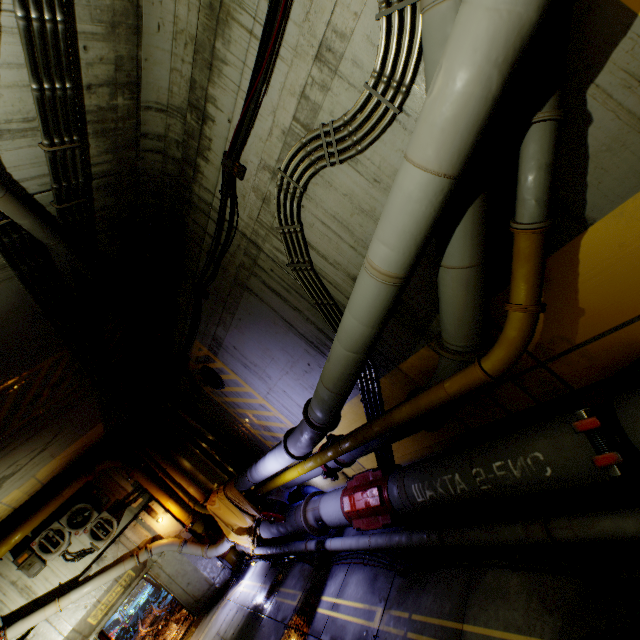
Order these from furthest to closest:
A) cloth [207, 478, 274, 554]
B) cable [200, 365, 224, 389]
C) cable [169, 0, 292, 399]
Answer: cloth [207, 478, 274, 554]
cable [200, 365, 224, 389]
cable [169, 0, 292, 399]

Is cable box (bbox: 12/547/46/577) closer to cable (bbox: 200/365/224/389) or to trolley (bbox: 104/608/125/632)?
cable (bbox: 200/365/224/389)

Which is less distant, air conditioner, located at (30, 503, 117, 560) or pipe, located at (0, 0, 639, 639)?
pipe, located at (0, 0, 639, 639)

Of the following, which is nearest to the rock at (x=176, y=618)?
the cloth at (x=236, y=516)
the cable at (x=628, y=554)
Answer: the cable at (x=628, y=554)

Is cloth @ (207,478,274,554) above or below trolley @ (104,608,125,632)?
above

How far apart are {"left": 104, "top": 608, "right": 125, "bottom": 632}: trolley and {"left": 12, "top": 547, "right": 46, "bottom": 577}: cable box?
25.70m

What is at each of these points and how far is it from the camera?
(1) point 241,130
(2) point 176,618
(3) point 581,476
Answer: (1) cable, 4.24m
(2) rock, 13.25m
(3) pipe, 3.04m

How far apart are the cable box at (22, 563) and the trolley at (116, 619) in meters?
25.7 m
